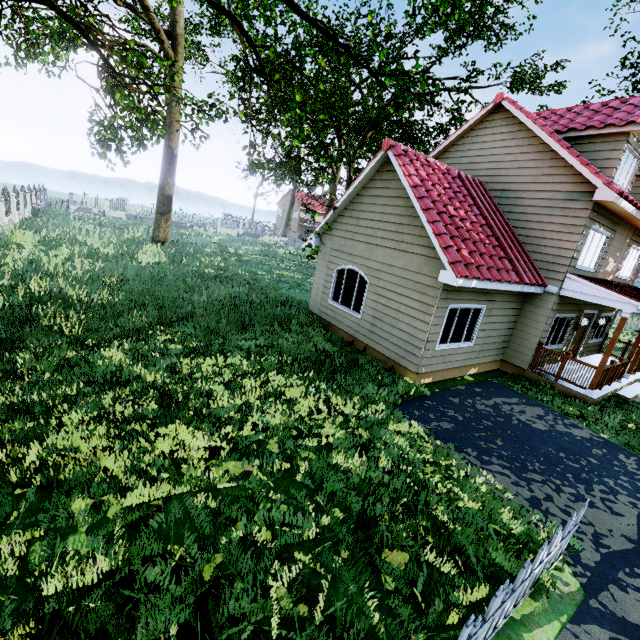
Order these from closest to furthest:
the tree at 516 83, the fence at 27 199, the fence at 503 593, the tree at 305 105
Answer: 1. the fence at 503 593
2. the tree at 305 105
3. the fence at 27 199
4. the tree at 516 83

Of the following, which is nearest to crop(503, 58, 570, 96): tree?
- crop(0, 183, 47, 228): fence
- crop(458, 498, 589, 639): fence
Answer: crop(458, 498, 589, 639): fence

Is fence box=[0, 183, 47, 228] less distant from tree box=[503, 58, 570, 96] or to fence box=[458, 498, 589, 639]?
fence box=[458, 498, 589, 639]

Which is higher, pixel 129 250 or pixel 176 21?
pixel 176 21

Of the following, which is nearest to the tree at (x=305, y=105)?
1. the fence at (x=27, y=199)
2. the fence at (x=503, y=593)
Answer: the fence at (x=503, y=593)

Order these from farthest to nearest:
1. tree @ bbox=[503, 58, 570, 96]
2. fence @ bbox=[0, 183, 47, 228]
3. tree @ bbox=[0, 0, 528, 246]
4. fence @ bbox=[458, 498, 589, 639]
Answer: tree @ bbox=[503, 58, 570, 96] < fence @ bbox=[0, 183, 47, 228] < tree @ bbox=[0, 0, 528, 246] < fence @ bbox=[458, 498, 589, 639]
